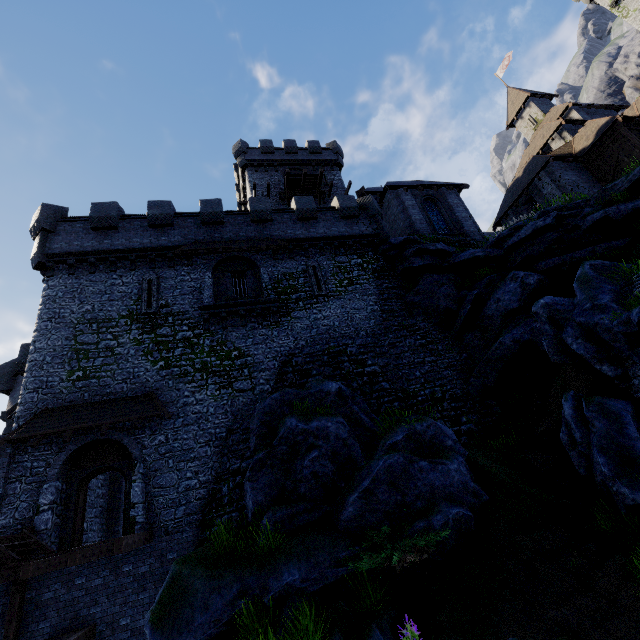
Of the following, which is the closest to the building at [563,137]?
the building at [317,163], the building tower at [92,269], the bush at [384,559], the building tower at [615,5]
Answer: the building at [317,163]

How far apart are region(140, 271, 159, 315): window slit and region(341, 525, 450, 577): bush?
13.94m

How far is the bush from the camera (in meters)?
7.63

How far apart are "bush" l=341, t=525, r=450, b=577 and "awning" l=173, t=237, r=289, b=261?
14.2 meters

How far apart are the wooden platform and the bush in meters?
27.3 m

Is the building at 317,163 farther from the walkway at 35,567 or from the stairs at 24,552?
the stairs at 24,552

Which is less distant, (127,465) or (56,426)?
(56,426)

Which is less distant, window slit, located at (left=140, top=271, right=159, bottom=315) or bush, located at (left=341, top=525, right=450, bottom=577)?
bush, located at (left=341, top=525, right=450, bottom=577)
